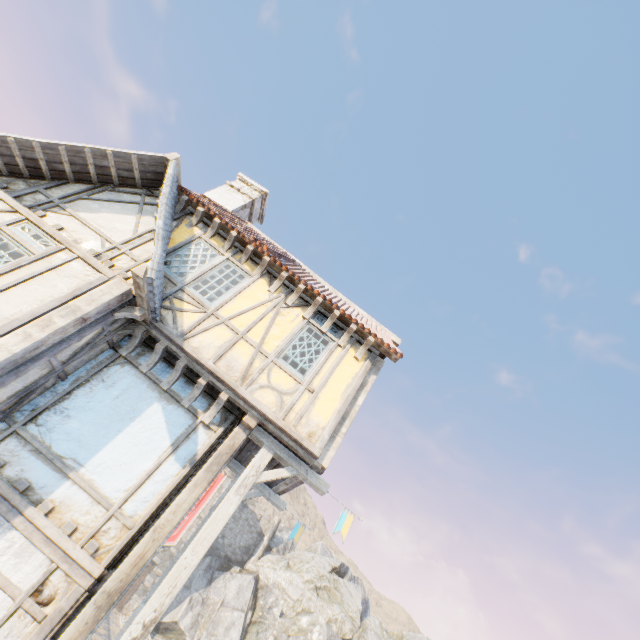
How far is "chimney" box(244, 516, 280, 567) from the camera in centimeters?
3669cm

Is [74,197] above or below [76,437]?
above

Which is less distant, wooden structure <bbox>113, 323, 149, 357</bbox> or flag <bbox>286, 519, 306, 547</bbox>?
wooden structure <bbox>113, 323, 149, 357</bbox>

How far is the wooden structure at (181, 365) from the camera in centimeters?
594cm

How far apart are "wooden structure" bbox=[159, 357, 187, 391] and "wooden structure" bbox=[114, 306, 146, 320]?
0.97m

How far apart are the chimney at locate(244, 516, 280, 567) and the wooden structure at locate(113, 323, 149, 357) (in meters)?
40.66

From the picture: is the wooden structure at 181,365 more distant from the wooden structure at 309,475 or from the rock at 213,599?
the rock at 213,599

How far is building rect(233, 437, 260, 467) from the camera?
6.9m
